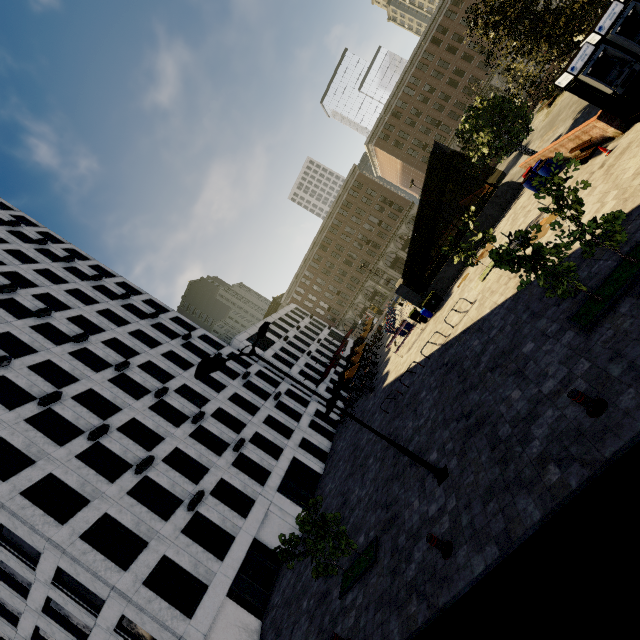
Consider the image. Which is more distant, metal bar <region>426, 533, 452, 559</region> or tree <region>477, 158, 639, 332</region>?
metal bar <region>426, 533, 452, 559</region>

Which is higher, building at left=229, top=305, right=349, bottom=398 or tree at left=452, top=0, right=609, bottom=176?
building at left=229, top=305, right=349, bottom=398

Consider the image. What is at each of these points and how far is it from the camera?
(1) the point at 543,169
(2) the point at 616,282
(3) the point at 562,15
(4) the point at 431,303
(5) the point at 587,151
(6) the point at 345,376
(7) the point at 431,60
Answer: (1) barrel, 16.72m
(2) tree, 7.97m
(3) tree, 13.83m
(4) dumpster, 23.66m
(5) bench, 13.77m
(6) umbrella, 28.91m
(7) building, 54.62m

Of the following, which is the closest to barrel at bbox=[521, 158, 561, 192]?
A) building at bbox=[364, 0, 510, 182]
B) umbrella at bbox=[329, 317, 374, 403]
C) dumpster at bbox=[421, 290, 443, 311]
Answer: dumpster at bbox=[421, 290, 443, 311]

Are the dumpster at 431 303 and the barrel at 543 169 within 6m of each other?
no

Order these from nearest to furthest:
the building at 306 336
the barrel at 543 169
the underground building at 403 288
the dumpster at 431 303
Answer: the barrel at 543 169 < the underground building at 403 288 < the dumpster at 431 303 < the building at 306 336

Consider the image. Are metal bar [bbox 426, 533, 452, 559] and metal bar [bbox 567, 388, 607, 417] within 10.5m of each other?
yes

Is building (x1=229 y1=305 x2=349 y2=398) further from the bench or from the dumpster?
the bench
